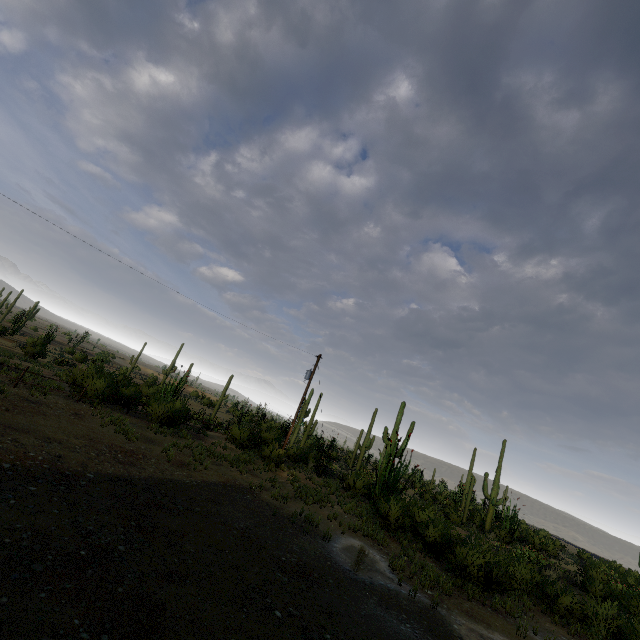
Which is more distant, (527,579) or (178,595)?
(527,579)
